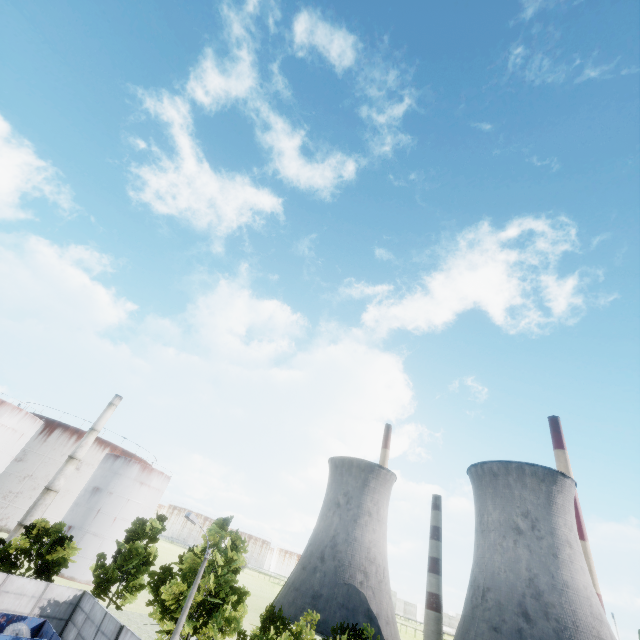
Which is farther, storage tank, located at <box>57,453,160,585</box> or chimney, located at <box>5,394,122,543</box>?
storage tank, located at <box>57,453,160,585</box>

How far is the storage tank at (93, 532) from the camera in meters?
49.5

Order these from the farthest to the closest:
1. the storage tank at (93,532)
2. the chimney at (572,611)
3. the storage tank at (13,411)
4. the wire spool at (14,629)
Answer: the chimney at (572,611), the storage tank at (93,532), the storage tank at (13,411), the wire spool at (14,629)

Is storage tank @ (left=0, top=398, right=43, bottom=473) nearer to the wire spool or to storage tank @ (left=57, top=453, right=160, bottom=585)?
storage tank @ (left=57, top=453, right=160, bottom=585)

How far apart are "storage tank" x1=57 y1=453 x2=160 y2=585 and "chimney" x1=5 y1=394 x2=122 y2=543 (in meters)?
5.80

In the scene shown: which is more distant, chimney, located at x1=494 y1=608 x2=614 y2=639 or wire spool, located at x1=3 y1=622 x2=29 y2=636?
chimney, located at x1=494 y1=608 x2=614 y2=639

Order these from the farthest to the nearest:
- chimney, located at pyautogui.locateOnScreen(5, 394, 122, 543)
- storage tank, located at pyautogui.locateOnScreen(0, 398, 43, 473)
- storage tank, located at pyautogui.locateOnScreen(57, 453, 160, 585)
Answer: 1. storage tank, located at pyautogui.locateOnScreen(57, 453, 160, 585)
2. storage tank, located at pyautogui.locateOnScreen(0, 398, 43, 473)
3. chimney, located at pyautogui.locateOnScreen(5, 394, 122, 543)

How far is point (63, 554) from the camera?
27.22m
